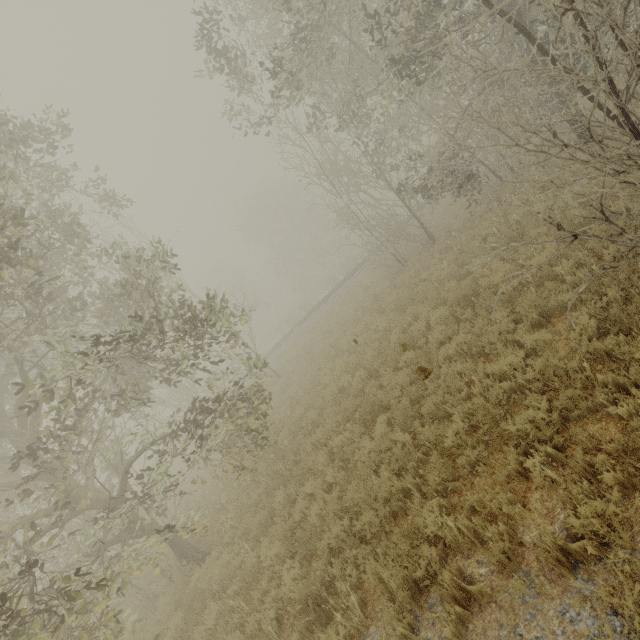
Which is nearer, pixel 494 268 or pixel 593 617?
pixel 593 617

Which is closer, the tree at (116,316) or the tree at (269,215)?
the tree at (269,215)

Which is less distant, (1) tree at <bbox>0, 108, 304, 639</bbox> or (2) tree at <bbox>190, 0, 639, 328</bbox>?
(2) tree at <bbox>190, 0, 639, 328</bbox>
